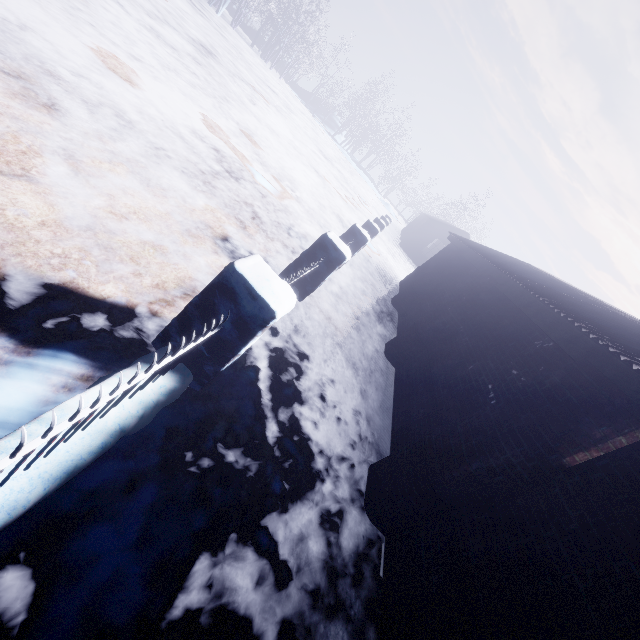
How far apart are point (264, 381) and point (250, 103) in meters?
11.9
